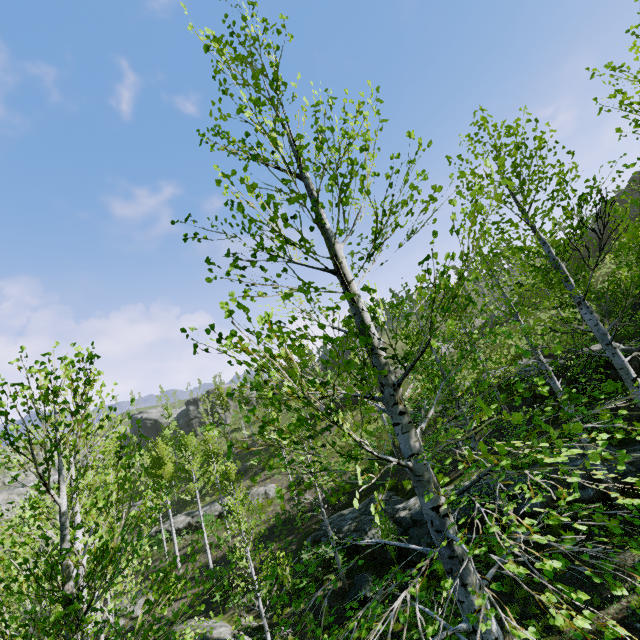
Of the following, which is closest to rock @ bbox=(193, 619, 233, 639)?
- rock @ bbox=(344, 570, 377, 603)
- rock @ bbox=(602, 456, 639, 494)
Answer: rock @ bbox=(344, 570, 377, 603)

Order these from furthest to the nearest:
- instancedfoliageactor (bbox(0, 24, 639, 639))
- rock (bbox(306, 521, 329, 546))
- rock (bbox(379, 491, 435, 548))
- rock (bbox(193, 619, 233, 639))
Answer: rock (bbox(306, 521, 329, 546))
rock (bbox(379, 491, 435, 548))
rock (bbox(193, 619, 233, 639))
instancedfoliageactor (bbox(0, 24, 639, 639))

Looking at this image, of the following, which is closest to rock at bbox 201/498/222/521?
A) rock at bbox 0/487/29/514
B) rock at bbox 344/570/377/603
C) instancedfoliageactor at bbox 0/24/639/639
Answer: instancedfoliageactor at bbox 0/24/639/639

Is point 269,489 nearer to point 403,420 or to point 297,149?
point 403,420

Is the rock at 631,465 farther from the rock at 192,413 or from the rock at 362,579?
the rock at 192,413

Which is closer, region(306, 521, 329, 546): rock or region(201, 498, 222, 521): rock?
region(306, 521, 329, 546): rock

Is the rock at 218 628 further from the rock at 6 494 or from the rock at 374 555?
the rock at 6 494

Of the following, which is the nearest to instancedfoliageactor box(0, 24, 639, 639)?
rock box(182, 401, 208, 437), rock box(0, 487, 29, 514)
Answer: rock box(182, 401, 208, 437)
